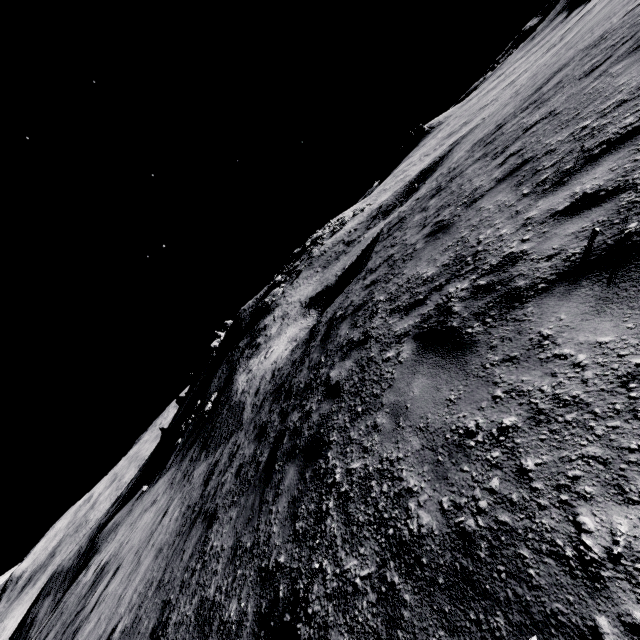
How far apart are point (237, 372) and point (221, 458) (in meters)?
13.12
